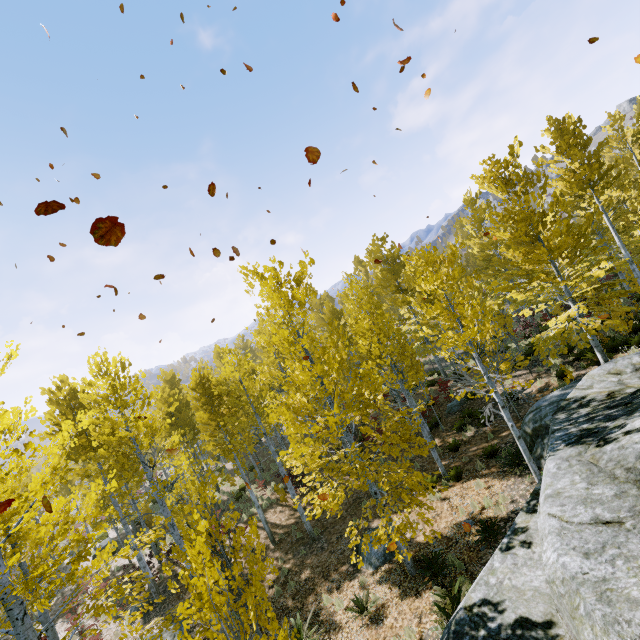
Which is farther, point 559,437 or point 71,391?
point 71,391

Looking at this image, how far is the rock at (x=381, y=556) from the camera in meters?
9.8

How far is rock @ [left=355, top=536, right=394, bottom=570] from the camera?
9.8m

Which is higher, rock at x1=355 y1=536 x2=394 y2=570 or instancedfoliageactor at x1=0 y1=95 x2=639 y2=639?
instancedfoliageactor at x1=0 y1=95 x2=639 y2=639

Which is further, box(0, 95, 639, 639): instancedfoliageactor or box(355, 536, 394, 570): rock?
box(355, 536, 394, 570): rock

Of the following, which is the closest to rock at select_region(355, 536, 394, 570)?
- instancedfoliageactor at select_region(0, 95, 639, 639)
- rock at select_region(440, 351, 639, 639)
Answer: instancedfoliageactor at select_region(0, 95, 639, 639)

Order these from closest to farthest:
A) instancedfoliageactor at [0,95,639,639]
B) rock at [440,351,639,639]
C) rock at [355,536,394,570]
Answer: rock at [440,351,639,639]
instancedfoliageactor at [0,95,639,639]
rock at [355,536,394,570]

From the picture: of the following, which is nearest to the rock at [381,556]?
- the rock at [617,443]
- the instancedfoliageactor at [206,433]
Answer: the instancedfoliageactor at [206,433]
